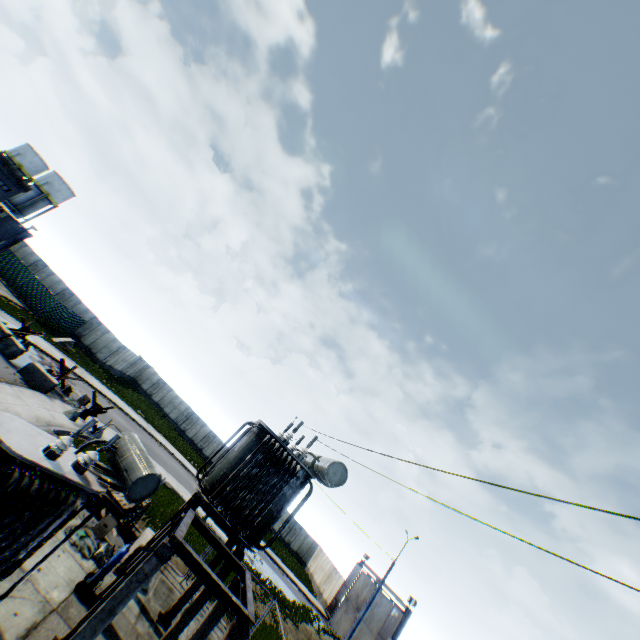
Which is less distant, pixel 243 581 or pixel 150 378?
pixel 243 581

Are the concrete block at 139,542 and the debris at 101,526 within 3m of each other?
yes

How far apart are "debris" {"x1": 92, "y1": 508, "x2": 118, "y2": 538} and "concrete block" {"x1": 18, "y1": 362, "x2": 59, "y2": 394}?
9.9 meters

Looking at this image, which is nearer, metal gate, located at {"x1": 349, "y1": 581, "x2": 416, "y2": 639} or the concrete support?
the concrete support

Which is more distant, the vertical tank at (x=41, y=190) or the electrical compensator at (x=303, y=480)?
the vertical tank at (x=41, y=190)

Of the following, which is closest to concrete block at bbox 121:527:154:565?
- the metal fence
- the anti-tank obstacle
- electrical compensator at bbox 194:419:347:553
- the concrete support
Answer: the metal fence

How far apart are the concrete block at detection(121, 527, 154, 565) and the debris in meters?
0.8 m

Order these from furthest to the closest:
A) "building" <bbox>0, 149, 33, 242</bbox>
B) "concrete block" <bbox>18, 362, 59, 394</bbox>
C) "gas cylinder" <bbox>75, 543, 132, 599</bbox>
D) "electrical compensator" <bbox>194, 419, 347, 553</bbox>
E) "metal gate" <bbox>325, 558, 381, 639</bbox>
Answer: "metal gate" <bbox>325, 558, 381, 639</bbox>
"building" <bbox>0, 149, 33, 242</bbox>
"concrete block" <bbox>18, 362, 59, 394</bbox>
"electrical compensator" <bbox>194, 419, 347, 553</bbox>
"gas cylinder" <bbox>75, 543, 132, 599</bbox>
